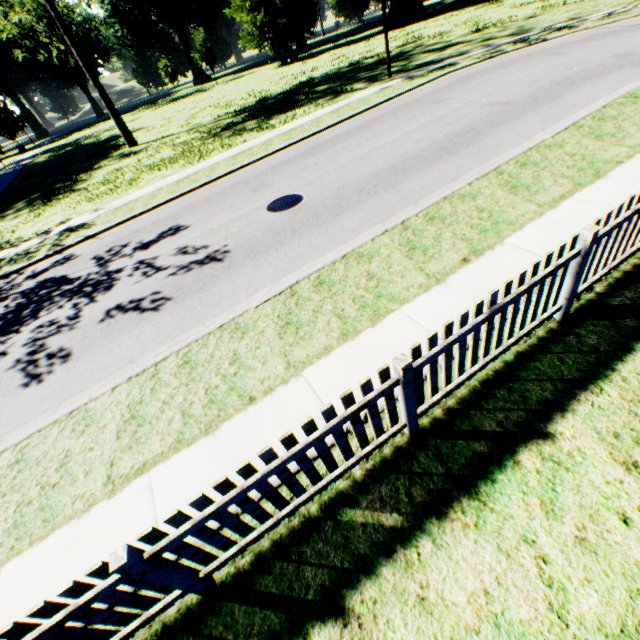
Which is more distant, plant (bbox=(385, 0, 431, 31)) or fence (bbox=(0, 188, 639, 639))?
plant (bbox=(385, 0, 431, 31))

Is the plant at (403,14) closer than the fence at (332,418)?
No

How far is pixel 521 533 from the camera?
2.74m
